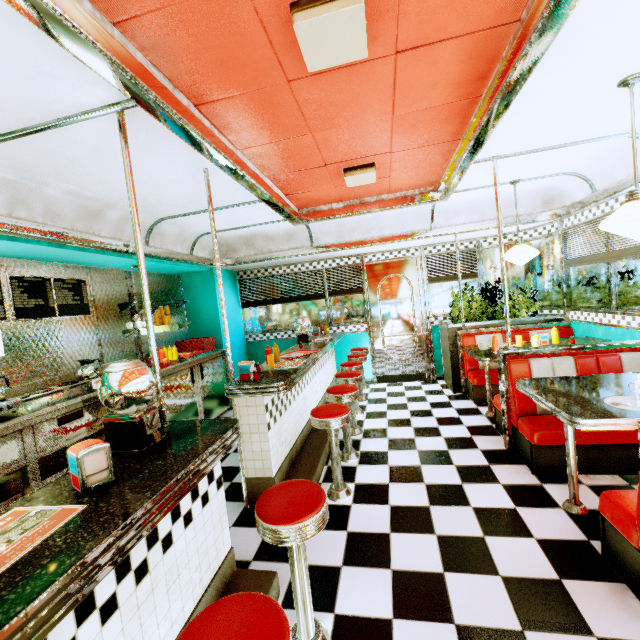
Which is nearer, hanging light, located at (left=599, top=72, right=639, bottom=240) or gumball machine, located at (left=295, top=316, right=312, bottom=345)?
hanging light, located at (left=599, top=72, right=639, bottom=240)

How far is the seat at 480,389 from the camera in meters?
4.9

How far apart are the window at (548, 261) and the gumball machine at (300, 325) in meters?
3.5

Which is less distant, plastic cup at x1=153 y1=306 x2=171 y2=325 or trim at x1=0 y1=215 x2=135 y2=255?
trim at x1=0 y1=215 x2=135 y2=255

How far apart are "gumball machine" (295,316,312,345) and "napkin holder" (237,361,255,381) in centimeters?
207cm

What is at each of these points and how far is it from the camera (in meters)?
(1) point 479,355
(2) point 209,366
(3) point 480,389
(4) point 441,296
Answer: (1) table, 4.14
(2) kitchen counter, 5.41
(3) seat, 4.91
(4) window, 6.35

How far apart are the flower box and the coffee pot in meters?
5.2 m

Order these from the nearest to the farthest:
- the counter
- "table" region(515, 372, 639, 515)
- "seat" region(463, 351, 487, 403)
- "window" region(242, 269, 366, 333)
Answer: the counter
"table" region(515, 372, 639, 515)
"seat" region(463, 351, 487, 403)
"window" region(242, 269, 366, 333)
